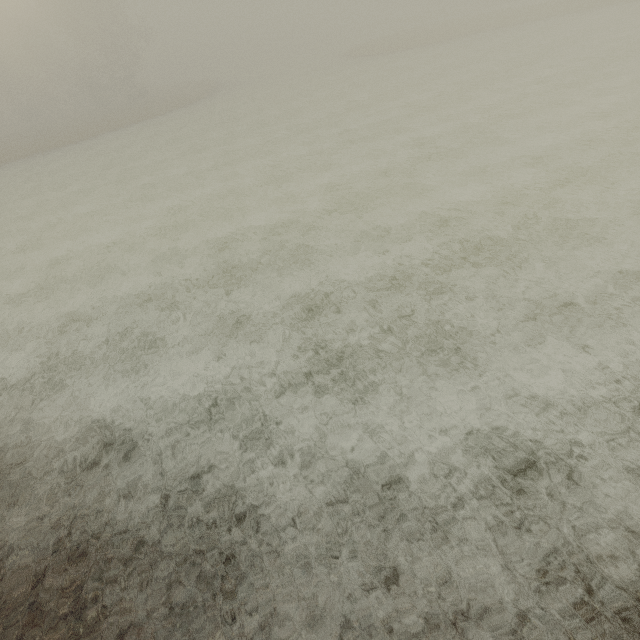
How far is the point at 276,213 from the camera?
12.9 meters
